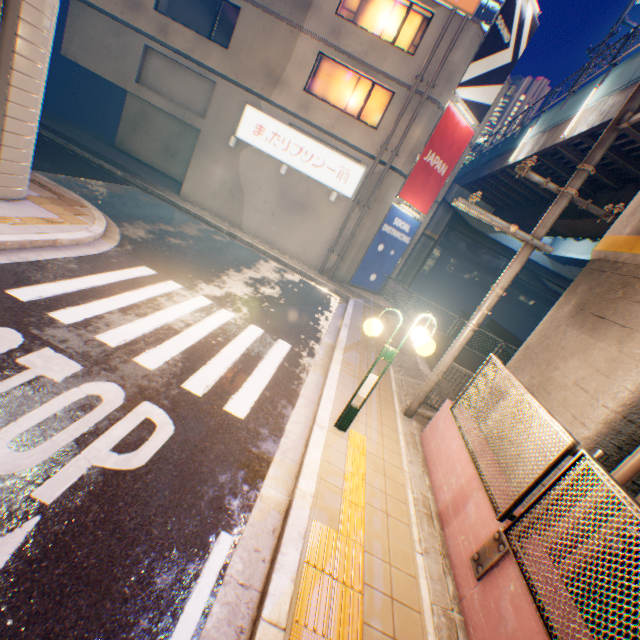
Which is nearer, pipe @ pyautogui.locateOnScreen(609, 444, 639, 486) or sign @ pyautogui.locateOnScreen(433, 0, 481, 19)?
pipe @ pyautogui.locateOnScreen(609, 444, 639, 486)

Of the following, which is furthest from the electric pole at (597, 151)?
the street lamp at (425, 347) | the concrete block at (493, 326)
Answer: the concrete block at (493, 326)

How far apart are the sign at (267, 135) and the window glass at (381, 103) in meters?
1.6 m

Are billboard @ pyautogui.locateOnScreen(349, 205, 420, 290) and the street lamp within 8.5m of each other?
no

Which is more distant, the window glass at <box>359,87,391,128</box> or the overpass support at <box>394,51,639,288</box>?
the window glass at <box>359,87,391,128</box>

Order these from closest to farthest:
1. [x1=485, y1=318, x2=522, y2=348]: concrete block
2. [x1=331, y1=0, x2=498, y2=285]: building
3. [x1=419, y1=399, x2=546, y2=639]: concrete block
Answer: [x1=419, y1=399, x2=546, y2=639]: concrete block, [x1=331, y1=0, x2=498, y2=285]: building, [x1=485, y1=318, x2=522, y2=348]: concrete block

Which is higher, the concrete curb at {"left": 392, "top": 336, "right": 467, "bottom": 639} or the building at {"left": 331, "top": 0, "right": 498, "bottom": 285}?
the building at {"left": 331, "top": 0, "right": 498, "bottom": 285}

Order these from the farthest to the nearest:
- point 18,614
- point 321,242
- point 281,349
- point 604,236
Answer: point 321,242 < point 281,349 < point 604,236 < point 18,614
